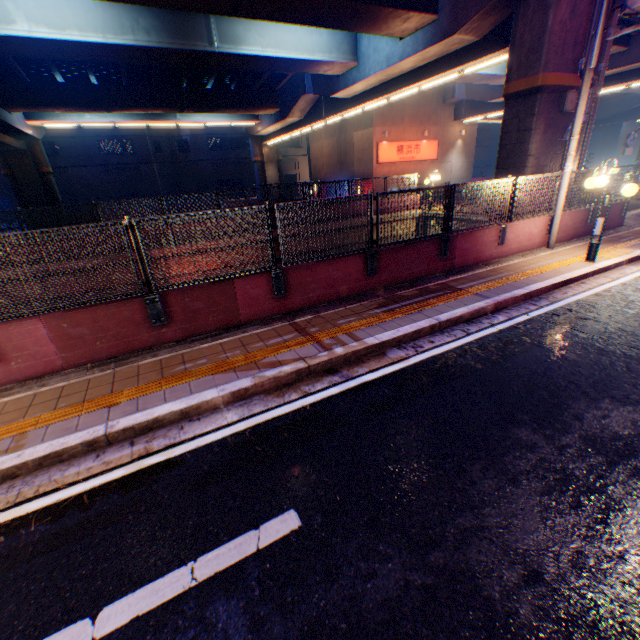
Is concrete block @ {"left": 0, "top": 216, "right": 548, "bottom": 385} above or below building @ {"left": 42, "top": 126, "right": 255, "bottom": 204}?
below

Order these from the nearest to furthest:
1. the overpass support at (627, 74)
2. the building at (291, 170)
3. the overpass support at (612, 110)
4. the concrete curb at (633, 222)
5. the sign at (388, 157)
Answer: the concrete curb at (633, 222) < the overpass support at (627, 74) < the sign at (388, 157) < the overpass support at (612, 110) < the building at (291, 170)

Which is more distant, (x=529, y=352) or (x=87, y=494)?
(x=529, y=352)

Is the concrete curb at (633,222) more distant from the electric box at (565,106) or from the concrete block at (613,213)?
the electric box at (565,106)

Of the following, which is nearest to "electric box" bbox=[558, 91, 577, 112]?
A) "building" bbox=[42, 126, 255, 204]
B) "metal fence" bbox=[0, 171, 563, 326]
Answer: "metal fence" bbox=[0, 171, 563, 326]

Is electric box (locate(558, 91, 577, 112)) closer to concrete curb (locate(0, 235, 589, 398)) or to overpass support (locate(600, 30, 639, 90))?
overpass support (locate(600, 30, 639, 90))

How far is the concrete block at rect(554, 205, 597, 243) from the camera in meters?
10.5 m

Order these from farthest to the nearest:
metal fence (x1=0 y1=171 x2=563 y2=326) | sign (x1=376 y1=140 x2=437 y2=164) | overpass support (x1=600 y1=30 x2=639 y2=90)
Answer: sign (x1=376 y1=140 x2=437 y2=164) → overpass support (x1=600 y1=30 x2=639 y2=90) → metal fence (x1=0 y1=171 x2=563 y2=326)
